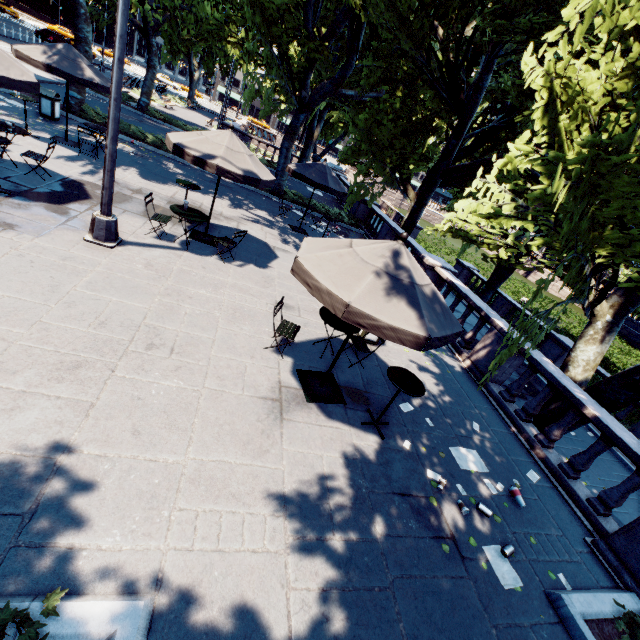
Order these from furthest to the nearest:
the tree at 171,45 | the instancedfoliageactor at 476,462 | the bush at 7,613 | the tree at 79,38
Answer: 1. the tree at 79,38
2. the instancedfoliageactor at 476,462
3. the tree at 171,45
4. the bush at 7,613

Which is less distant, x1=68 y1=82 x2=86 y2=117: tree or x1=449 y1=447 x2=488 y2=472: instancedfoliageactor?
x1=449 y1=447 x2=488 y2=472: instancedfoliageactor

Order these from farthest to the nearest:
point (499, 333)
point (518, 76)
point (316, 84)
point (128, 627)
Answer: point (316, 84) → point (518, 76) → point (499, 333) → point (128, 627)

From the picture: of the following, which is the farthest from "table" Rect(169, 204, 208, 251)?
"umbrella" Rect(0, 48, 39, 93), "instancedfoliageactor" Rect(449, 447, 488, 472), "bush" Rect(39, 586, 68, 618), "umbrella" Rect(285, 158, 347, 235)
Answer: "instancedfoliageactor" Rect(449, 447, 488, 472)

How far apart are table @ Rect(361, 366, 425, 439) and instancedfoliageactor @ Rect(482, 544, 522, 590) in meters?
2.0

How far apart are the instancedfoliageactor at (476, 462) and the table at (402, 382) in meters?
1.3

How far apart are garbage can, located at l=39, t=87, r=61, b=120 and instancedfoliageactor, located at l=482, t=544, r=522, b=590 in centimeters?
1959cm

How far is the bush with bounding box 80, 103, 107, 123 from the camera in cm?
1501
